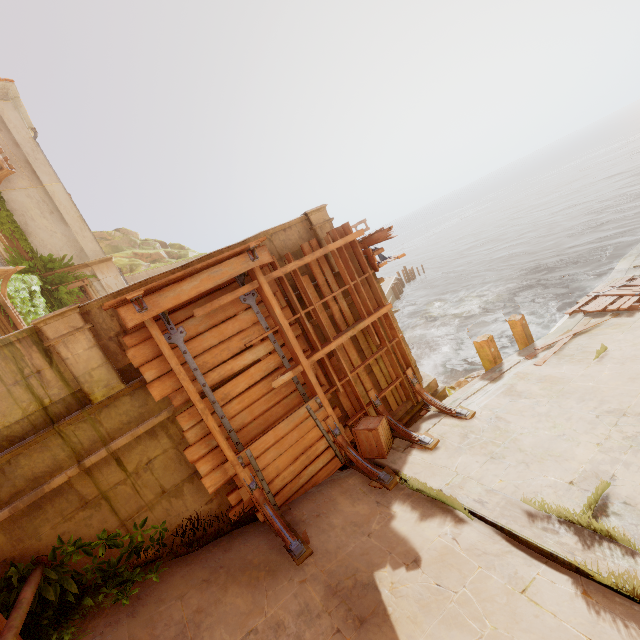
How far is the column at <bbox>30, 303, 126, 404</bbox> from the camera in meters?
4.8 m

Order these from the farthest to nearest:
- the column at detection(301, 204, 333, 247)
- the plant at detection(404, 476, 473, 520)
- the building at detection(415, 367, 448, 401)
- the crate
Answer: the building at detection(415, 367, 448, 401)
the column at detection(301, 204, 333, 247)
the crate
the plant at detection(404, 476, 473, 520)

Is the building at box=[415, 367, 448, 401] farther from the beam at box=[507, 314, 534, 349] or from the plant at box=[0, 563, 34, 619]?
the beam at box=[507, 314, 534, 349]

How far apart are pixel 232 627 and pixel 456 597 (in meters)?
2.79

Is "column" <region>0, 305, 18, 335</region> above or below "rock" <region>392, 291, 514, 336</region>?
above

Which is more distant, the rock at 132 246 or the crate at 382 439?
the rock at 132 246

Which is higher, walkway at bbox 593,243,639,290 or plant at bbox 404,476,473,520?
plant at bbox 404,476,473,520

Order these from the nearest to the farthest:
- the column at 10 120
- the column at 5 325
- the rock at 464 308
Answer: the column at 5 325, the column at 10 120, the rock at 464 308
